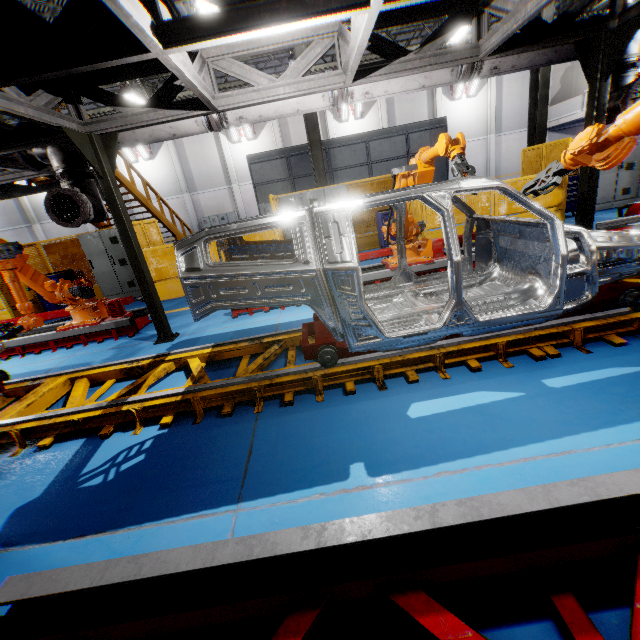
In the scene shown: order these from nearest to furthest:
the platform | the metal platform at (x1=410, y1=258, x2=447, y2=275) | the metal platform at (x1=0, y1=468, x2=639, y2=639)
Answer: the metal platform at (x1=0, y1=468, x2=639, y2=639) → the platform → the metal platform at (x1=410, y1=258, x2=447, y2=275)

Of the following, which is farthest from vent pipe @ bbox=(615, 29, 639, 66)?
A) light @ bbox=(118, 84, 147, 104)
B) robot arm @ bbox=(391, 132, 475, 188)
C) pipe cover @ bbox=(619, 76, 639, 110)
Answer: light @ bbox=(118, 84, 147, 104)

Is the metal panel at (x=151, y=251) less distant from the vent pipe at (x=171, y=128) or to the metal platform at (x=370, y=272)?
the metal platform at (x=370, y=272)

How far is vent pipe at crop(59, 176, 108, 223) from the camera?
5.2 meters

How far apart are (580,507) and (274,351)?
3.3 meters

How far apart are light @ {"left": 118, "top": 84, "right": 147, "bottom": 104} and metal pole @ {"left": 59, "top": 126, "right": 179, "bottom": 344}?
12.5m

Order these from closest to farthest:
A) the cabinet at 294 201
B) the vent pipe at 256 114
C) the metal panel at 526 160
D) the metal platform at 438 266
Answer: the vent pipe at 256 114
the metal platform at 438 266
the metal panel at 526 160
the cabinet at 294 201

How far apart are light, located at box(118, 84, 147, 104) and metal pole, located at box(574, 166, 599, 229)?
16.3 meters
